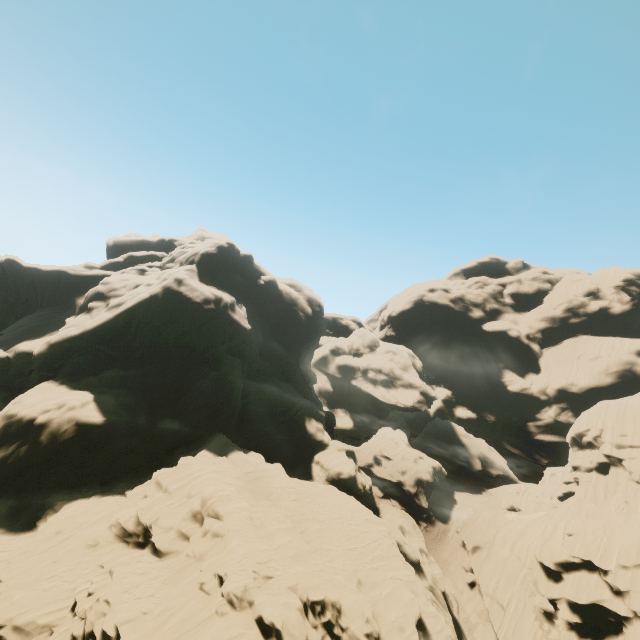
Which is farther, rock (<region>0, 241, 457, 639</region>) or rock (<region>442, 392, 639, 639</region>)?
rock (<region>442, 392, 639, 639</region>)

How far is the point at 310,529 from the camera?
27.4 meters

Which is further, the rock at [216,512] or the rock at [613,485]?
the rock at [613,485]
